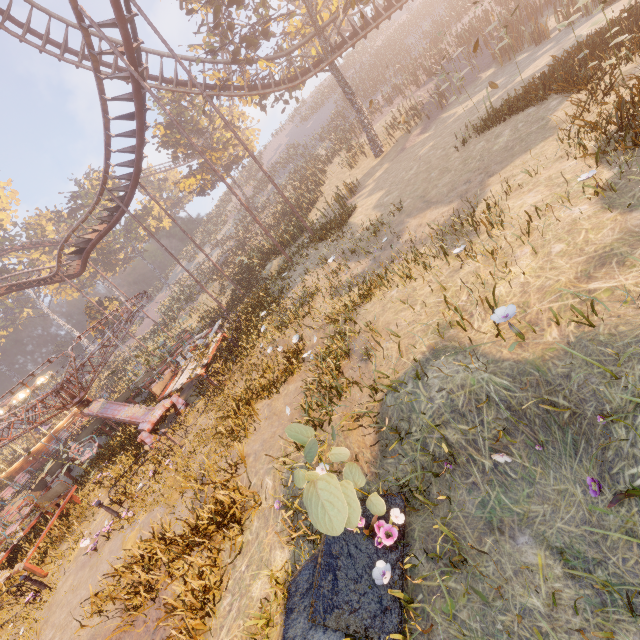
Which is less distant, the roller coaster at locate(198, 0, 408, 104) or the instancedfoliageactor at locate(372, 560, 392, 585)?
the instancedfoliageactor at locate(372, 560, 392, 585)

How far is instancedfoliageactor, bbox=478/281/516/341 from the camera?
3.1 meters

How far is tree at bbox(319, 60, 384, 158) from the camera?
20.89m

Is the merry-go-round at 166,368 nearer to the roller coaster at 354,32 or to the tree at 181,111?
the roller coaster at 354,32

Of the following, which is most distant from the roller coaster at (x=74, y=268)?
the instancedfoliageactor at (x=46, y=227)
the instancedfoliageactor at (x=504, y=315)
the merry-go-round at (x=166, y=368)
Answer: the instancedfoliageactor at (x=504, y=315)

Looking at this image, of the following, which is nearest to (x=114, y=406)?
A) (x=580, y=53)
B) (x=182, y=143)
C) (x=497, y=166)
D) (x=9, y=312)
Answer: (x=497, y=166)

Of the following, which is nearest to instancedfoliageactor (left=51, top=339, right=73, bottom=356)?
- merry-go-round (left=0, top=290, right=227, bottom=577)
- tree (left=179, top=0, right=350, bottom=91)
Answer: merry-go-round (left=0, top=290, right=227, bottom=577)

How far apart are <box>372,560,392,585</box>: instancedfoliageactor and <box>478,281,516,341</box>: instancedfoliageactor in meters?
2.6 m
